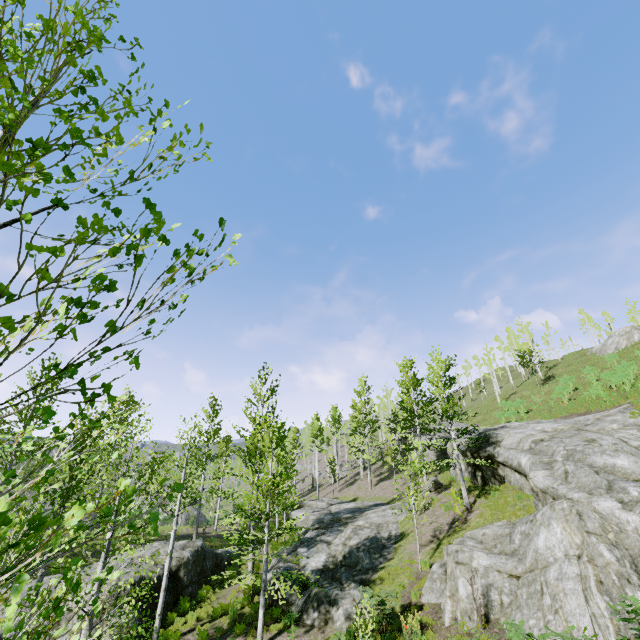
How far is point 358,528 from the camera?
19.8 meters

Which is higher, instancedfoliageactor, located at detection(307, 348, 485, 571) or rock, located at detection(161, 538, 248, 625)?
instancedfoliageactor, located at detection(307, 348, 485, 571)

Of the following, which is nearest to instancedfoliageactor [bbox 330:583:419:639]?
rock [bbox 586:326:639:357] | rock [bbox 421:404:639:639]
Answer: rock [bbox 421:404:639:639]

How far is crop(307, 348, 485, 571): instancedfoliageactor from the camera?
18.2 meters

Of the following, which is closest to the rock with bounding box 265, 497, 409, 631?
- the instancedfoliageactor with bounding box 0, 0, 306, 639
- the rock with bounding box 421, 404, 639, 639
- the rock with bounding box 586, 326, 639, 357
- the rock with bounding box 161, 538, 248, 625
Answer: the instancedfoliageactor with bounding box 0, 0, 306, 639

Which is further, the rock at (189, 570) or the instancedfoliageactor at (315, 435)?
the instancedfoliageactor at (315, 435)

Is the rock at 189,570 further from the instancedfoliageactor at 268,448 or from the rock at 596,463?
the rock at 596,463

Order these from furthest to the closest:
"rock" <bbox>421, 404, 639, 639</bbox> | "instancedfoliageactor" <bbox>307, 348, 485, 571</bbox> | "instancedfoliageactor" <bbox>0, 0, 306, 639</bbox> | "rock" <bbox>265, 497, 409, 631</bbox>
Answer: "instancedfoliageactor" <bbox>307, 348, 485, 571</bbox>, "rock" <bbox>265, 497, 409, 631</bbox>, "rock" <bbox>421, 404, 639, 639</bbox>, "instancedfoliageactor" <bbox>0, 0, 306, 639</bbox>
